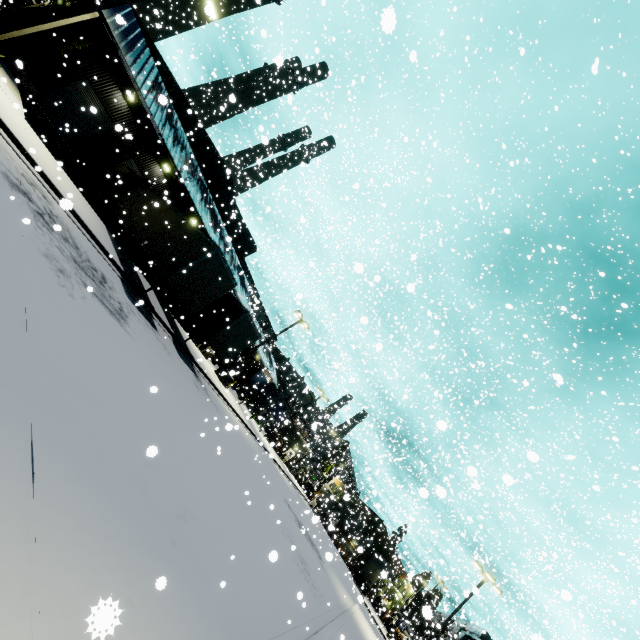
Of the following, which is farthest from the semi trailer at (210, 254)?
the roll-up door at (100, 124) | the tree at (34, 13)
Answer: the roll-up door at (100, 124)

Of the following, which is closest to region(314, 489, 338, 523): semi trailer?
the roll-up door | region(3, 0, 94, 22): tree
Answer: region(3, 0, 94, 22): tree

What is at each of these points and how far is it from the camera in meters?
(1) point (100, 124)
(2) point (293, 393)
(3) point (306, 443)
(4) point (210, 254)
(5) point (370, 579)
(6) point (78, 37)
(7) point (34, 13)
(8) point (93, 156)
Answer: (1) roll-up door, 22.3 m
(2) building, 56.2 m
(3) building, 57.2 m
(4) semi trailer, 13.2 m
(5) semi trailer, 48.2 m
(6) tree, 19.2 m
(7) tree, 17.7 m
(8) building, 23.0 m

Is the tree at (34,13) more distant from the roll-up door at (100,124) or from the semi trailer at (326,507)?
the roll-up door at (100,124)

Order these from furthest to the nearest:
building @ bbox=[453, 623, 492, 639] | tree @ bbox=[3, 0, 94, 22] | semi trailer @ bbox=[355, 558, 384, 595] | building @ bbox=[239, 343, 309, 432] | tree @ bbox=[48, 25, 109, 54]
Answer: building @ bbox=[239, 343, 309, 432]
semi trailer @ bbox=[355, 558, 384, 595]
tree @ bbox=[48, 25, 109, 54]
tree @ bbox=[3, 0, 94, 22]
building @ bbox=[453, 623, 492, 639]

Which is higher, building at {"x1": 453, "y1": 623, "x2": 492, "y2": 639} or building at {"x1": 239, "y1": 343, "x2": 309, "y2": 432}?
building at {"x1": 453, "y1": 623, "x2": 492, "y2": 639}

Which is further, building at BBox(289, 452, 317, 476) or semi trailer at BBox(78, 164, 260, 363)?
building at BBox(289, 452, 317, 476)
